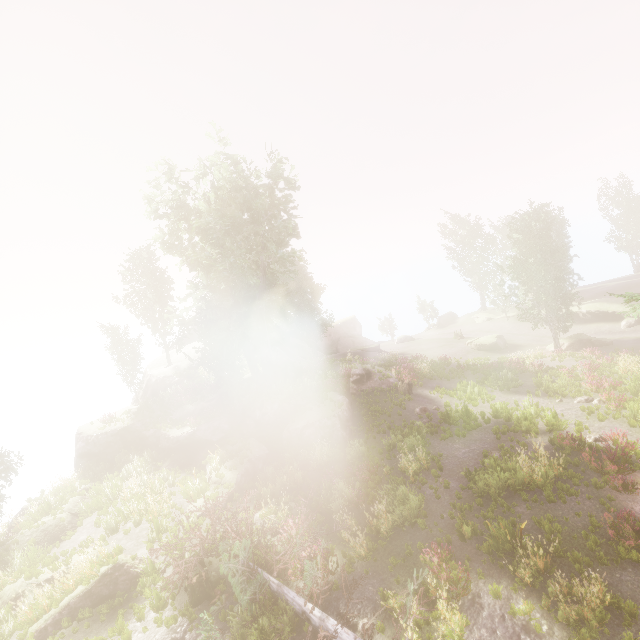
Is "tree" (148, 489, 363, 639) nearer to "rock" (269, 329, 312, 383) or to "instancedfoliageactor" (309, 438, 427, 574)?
"instancedfoliageactor" (309, 438, 427, 574)

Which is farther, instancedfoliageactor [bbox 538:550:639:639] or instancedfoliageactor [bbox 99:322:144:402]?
instancedfoliageactor [bbox 99:322:144:402]

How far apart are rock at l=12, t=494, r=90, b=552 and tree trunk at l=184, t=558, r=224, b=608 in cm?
1040

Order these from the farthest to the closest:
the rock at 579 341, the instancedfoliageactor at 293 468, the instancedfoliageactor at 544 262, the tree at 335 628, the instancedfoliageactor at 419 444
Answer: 1. the instancedfoliageactor at 544 262
2. the rock at 579 341
3. the instancedfoliageactor at 419 444
4. the instancedfoliageactor at 293 468
5. the tree at 335 628

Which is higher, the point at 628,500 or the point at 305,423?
the point at 305,423

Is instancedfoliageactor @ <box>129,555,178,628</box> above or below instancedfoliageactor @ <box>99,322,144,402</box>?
below

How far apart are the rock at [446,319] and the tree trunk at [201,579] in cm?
4832

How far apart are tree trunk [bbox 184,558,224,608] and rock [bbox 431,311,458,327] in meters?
48.3 m
